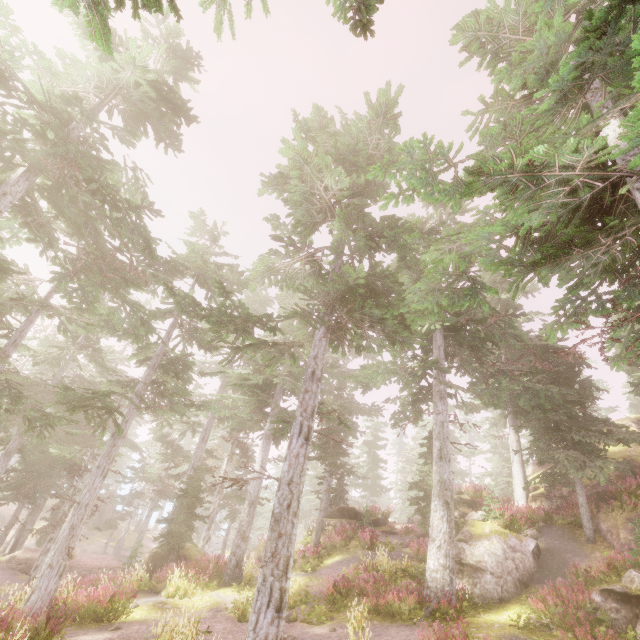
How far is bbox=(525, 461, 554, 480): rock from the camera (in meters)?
22.02

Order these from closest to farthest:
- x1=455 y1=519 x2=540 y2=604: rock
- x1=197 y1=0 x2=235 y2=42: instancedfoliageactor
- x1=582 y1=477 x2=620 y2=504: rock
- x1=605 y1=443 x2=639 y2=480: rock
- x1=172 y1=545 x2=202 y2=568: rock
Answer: x1=197 y1=0 x2=235 y2=42: instancedfoliageactor → x1=455 y1=519 x2=540 y2=604: rock → x1=582 y1=477 x2=620 y2=504: rock → x1=605 y1=443 x2=639 y2=480: rock → x1=172 y1=545 x2=202 y2=568: rock

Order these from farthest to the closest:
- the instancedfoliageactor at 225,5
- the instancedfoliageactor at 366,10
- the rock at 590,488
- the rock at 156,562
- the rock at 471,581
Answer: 1. the rock at 156,562
2. the rock at 590,488
3. the rock at 471,581
4. the instancedfoliageactor at 225,5
5. the instancedfoliageactor at 366,10

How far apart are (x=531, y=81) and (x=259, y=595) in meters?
15.7 m

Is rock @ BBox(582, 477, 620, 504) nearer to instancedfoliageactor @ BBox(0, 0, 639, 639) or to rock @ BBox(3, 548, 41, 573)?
instancedfoliageactor @ BBox(0, 0, 639, 639)

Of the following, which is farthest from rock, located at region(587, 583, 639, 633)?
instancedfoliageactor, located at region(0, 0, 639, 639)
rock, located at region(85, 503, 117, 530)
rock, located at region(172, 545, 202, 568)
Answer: rock, located at region(85, 503, 117, 530)

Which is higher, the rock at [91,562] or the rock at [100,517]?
the rock at [100,517]

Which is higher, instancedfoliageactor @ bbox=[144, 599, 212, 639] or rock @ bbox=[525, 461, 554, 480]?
rock @ bbox=[525, 461, 554, 480]
